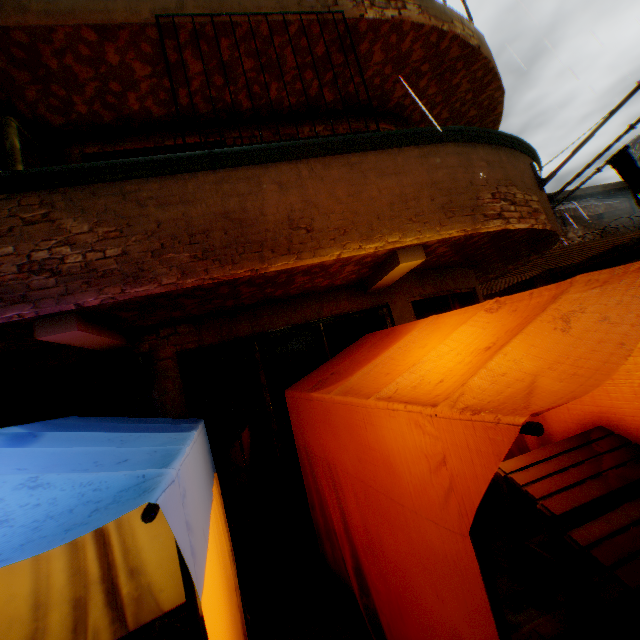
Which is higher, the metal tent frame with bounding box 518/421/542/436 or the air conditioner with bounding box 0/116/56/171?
the air conditioner with bounding box 0/116/56/171

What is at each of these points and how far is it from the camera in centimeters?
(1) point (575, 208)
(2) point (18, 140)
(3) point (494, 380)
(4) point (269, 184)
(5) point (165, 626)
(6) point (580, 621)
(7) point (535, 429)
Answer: (1) awning, 1348cm
(2) air conditioner, 376cm
(3) tent, 146cm
(4) building, 340cm
(5) apples, 174cm
(6) table, 231cm
(7) metal tent frame, 101cm

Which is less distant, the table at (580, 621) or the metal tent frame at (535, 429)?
the metal tent frame at (535, 429)

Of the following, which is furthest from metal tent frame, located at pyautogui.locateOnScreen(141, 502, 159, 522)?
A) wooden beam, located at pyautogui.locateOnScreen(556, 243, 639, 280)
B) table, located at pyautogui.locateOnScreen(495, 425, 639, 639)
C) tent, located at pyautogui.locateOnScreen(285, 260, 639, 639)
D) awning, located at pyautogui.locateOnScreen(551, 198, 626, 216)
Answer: awning, located at pyautogui.locateOnScreen(551, 198, 626, 216)

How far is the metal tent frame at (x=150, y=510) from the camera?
1.0 meters

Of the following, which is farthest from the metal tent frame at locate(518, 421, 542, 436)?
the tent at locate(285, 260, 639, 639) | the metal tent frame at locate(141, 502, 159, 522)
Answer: the metal tent frame at locate(141, 502, 159, 522)

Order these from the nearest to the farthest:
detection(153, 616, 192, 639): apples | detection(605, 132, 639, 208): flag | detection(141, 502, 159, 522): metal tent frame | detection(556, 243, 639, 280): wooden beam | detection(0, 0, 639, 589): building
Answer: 1. detection(141, 502, 159, 522): metal tent frame
2. detection(153, 616, 192, 639): apples
3. detection(0, 0, 639, 589): building
4. detection(605, 132, 639, 208): flag
5. detection(556, 243, 639, 280): wooden beam

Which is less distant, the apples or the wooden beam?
the apples
